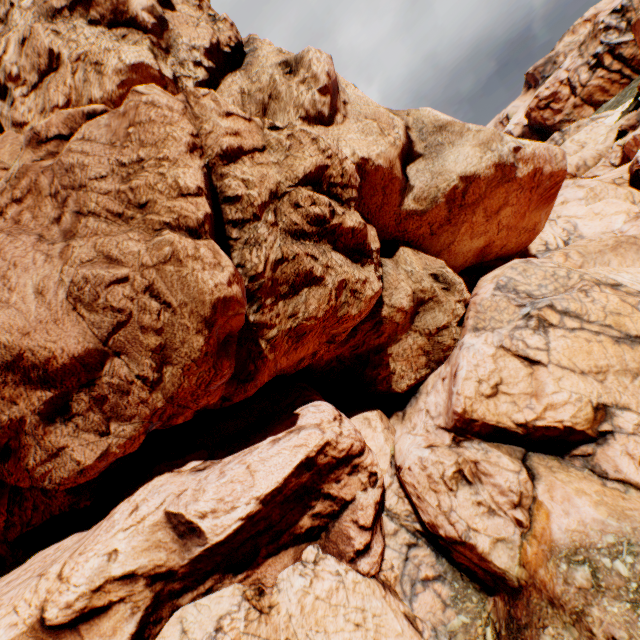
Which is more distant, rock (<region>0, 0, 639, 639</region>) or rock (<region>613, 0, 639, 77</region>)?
rock (<region>613, 0, 639, 77</region>)

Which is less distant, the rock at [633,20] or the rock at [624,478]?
the rock at [624,478]

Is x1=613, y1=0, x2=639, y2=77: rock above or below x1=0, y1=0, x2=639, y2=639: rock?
above

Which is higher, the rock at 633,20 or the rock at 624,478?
the rock at 633,20

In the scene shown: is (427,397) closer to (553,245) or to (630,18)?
(553,245)
